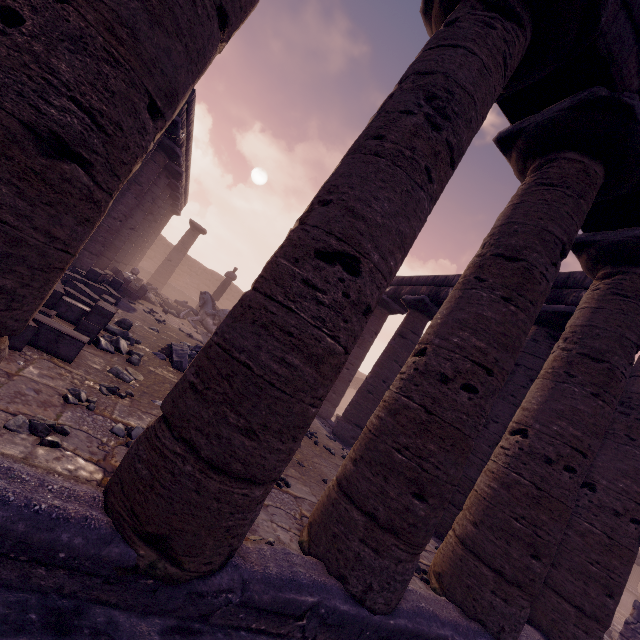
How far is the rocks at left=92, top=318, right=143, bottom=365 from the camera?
5.05m

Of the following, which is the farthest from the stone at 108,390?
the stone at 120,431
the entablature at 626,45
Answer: the entablature at 626,45

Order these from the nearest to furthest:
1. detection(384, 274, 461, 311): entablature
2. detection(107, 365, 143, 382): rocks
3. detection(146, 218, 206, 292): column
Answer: detection(107, 365, 143, 382): rocks
detection(384, 274, 461, 311): entablature
detection(146, 218, 206, 292): column

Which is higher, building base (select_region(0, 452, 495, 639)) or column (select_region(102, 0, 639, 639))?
column (select_region(102, 0, 639, 639))

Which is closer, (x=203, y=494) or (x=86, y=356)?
(x=203, y=494)

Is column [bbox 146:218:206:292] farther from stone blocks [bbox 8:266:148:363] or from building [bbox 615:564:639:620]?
building [bbox 615:564:639:620]

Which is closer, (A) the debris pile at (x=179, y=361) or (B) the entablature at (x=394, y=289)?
(A) the debris pile at (x=179, y=361)

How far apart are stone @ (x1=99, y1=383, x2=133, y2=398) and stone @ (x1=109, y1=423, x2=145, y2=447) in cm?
64
